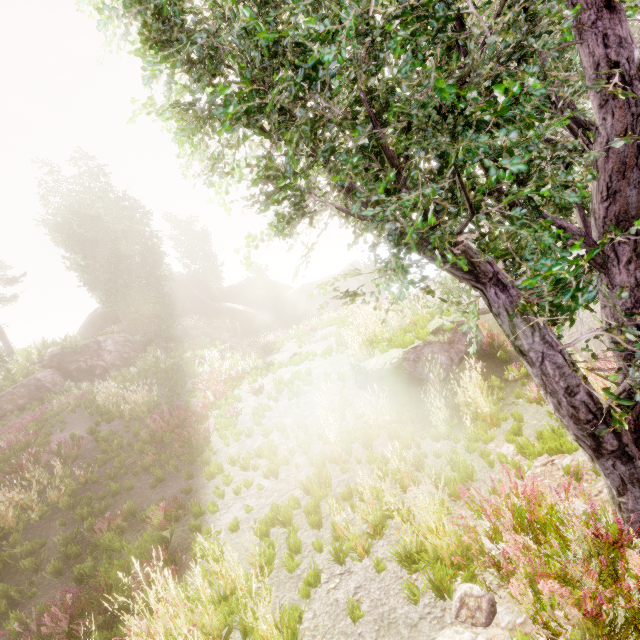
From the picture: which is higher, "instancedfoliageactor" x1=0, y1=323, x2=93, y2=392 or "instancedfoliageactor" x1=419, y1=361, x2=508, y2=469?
"instancedfoliageactor" x1=0, y1=323, x2=93, y2=392

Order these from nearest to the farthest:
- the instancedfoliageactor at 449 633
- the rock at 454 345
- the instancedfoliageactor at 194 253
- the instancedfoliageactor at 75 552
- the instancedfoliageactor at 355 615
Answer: the instancedfoliageactor at 449 633 → the instancedfoliageactor at 355 615 → the instancedfoliageactor at 75 552 → the rock at 454 345 → the instancedfoliageactor at 194 253

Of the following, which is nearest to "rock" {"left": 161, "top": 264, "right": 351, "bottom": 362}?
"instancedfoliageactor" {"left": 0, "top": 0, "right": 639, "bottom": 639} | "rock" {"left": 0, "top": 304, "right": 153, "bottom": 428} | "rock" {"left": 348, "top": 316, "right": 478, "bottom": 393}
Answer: "instancedfoliageactor" {"left": 0, "top": 0, "right": 639, "bottom": 639}

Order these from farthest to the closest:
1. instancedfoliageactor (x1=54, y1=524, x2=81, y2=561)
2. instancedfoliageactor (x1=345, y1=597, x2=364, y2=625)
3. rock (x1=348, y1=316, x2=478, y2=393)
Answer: rock (x1=348, y1=316, x2=478, y2=393), instancedfoliageactor (x1=54, y1=524, x2=81, y2=561), instancedfoliageactor (x1=345, y1=597, x2=364, y2=625)

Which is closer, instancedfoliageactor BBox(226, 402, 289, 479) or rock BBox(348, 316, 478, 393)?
instancedfoliageactor BBox(226, 402, 289, 479)

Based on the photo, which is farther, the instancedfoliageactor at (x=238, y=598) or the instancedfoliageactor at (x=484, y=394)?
the instancedfoliageactor at (x=484, y=394)

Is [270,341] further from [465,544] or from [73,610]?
[465,544]

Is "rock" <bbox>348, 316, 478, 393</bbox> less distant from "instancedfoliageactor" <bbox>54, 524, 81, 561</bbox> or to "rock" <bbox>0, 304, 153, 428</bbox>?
"instancedfoliageactor" <bbox>54, 524, 81, 561</bbox>
